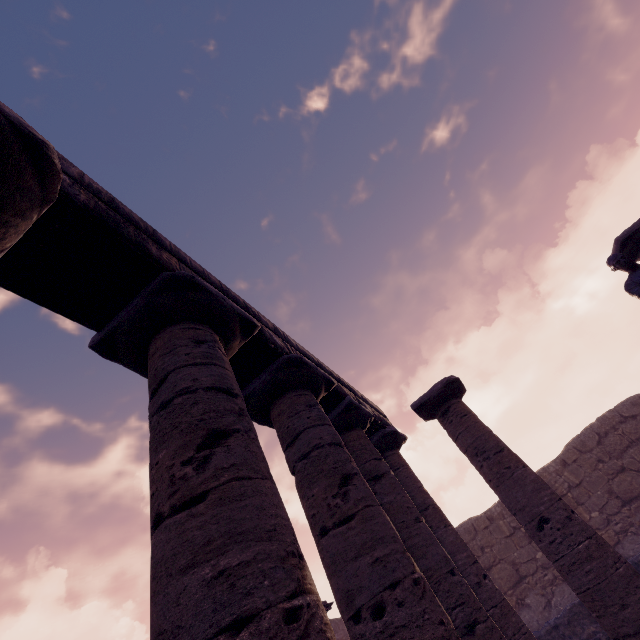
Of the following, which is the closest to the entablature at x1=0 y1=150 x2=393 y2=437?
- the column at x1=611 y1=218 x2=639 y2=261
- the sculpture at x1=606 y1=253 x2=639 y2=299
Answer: the sculpture at x1=606 y1=253 x2=639 y2=299

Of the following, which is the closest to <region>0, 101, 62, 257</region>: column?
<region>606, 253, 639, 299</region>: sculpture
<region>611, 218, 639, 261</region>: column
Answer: <region>606, 253, 639, 299</region>: sculpture

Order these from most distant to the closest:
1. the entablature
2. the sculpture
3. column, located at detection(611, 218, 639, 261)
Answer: column, located at detection(611, 218, 639, 261)
the sculpture
the entablature

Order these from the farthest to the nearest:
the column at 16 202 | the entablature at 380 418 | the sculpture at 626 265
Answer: the sculpture at 626 265, the entablature at 380 418, the column at 16 202

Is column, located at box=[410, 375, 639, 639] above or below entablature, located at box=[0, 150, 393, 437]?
below

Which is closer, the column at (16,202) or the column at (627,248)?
the column at (16,202)

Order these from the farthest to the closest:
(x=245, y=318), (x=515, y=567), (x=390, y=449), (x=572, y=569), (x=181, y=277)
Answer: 1. (x=515, y=567)
2. (x=390, y=449)
3. (x=572, y=569)
4. (x=245, y=318)
5. (x=181, y=277)
